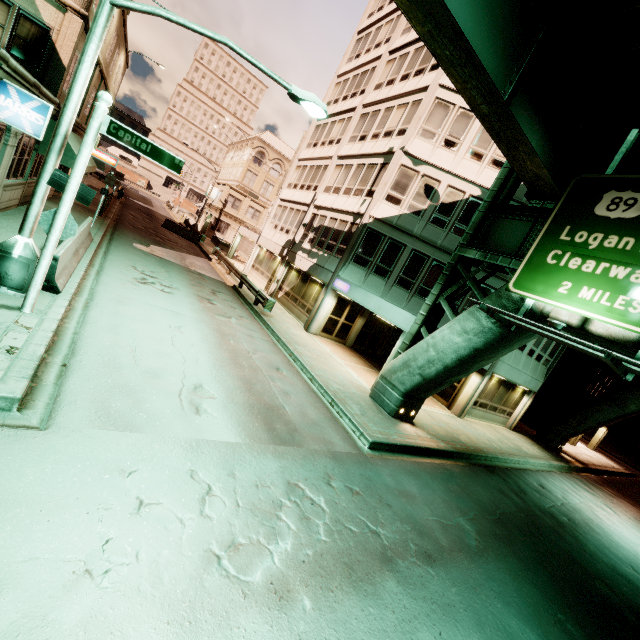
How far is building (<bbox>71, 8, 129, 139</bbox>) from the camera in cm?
1792

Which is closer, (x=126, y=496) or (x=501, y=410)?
(x=126, y=496)

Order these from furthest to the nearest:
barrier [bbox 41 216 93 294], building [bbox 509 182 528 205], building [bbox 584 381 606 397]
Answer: building [bbox 584 381 606 397] < building [bbox 509 182 528 205] < barrier [bbox 41 216 93 294]

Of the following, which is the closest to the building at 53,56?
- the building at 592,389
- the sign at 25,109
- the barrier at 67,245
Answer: the sign at 25,109

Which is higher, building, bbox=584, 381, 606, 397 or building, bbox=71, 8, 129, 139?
building, bbox=71, 8, 129, 139

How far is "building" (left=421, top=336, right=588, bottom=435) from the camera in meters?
17.5 m

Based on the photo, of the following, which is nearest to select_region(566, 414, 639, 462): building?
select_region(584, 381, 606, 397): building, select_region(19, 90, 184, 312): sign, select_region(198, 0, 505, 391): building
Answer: select_region(584, 381, 606, 397): building

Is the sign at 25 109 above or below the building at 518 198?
below
